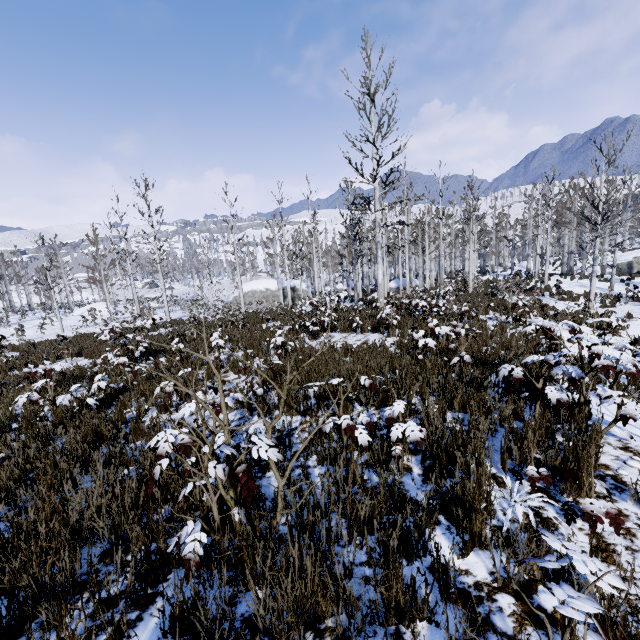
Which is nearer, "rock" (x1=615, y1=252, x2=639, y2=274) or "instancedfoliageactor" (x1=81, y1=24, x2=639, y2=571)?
"instancedfoliageactor" (x1=81, y1=24, x2=639, y2=571)

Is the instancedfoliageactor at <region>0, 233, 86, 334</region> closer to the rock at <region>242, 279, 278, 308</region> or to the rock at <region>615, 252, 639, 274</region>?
the rock at <region>242, 279, 278, 308</region>

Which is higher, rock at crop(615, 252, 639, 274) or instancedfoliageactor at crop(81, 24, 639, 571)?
instancedfoliageactor at crop(81, 24, 639, 571)

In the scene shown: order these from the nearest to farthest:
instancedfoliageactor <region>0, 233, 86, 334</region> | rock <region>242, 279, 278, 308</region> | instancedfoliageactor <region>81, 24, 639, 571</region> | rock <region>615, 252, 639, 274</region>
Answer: instancedfoliageactor <region>81, 24, 639, 571</region> → instancedfoliageactor <region>0, 233, 86, 334</region> → rock <region>615, 252, 639, 274</region> → rock <region>242, 279, 278, 308</region>

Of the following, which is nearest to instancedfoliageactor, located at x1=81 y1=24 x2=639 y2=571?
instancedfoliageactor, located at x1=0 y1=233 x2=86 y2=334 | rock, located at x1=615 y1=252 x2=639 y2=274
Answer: rock, located at x1=615 y1=252 x2=639 y2=274

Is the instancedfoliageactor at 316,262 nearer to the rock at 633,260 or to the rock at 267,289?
the rock at 633,260

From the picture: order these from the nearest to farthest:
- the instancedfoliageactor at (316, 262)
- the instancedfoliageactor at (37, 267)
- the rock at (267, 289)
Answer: the instancedfoliageactor at (316, 262) < the instancedfoliageactor at (37, 267) < the rock at (267, 289)

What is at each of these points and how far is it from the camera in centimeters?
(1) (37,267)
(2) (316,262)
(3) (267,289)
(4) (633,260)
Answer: (1) instancedfoliageactor, 4016cm
(2) instancedfoliageactor, 4500cm
(3) rock, 3641cm
(4) rock, 3281cm
